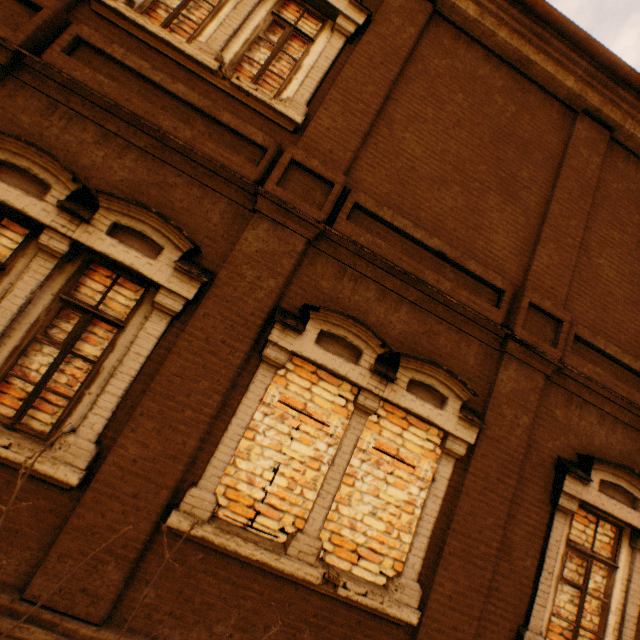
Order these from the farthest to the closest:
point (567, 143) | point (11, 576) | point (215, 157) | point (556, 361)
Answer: point (567, 143) → point (556, 361) → point (215, 157) → point (11, 576)
